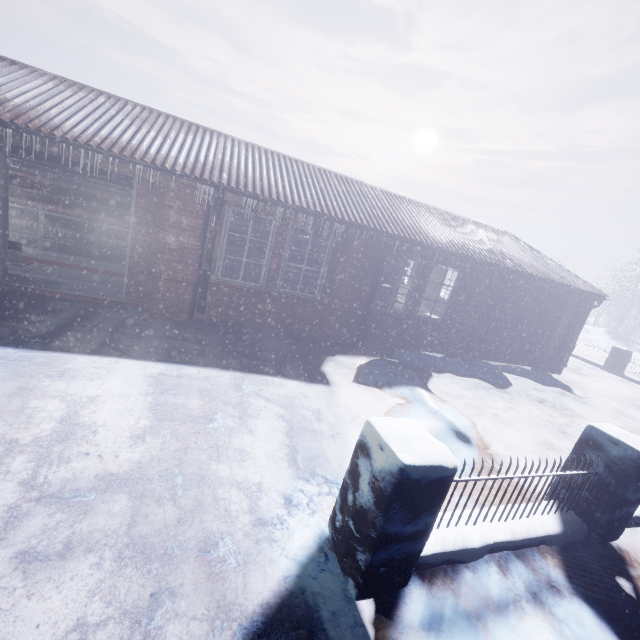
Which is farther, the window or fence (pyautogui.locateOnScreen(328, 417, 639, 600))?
the window

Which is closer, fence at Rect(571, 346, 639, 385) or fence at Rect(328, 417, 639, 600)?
fence at Rect(328, 417, 639, 600)

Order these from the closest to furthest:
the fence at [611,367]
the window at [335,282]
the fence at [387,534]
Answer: the fence at [387,534], the window at [335,282], the fence at [611,367]

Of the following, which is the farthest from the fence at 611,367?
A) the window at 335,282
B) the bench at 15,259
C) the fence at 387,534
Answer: the bench at 15,259

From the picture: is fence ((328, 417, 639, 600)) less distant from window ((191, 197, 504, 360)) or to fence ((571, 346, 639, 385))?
fence ((571, 346, 639, 385))

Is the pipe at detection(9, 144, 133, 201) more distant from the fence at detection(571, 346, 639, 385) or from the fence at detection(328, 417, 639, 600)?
the fence at detection(571, 346, 639, 385)

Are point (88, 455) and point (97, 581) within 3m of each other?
yes

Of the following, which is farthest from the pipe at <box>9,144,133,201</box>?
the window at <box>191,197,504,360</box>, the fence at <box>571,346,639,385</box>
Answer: the fence at <box>571,346,639,385</box>
